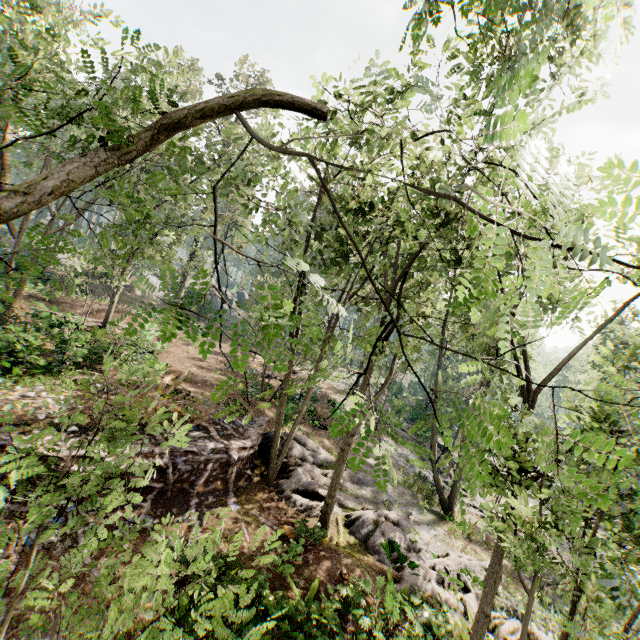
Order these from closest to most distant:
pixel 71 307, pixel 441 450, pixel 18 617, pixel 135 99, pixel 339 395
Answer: pixel 135 99, pixel 18 617, pixel 71 307, pixel 339 395, pixel 441 450

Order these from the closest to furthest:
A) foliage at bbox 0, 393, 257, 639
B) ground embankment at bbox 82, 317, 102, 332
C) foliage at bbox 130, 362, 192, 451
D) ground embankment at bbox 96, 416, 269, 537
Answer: foliage at bbox 0, 393, 257, 639 → foliage at bbox 130, 362, 192, 451 → ground embankment at bbox 96, 416, 269, 537 → ground embankment at bbox 82, 317, 102, 332

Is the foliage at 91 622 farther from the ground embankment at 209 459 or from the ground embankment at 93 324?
the ground embankment at 93 324

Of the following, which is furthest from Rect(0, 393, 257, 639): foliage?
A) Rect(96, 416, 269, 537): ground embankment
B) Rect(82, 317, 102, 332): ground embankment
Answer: Rect(82, 317, 102, 332): ground embankment

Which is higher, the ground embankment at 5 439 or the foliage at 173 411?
the foliage at 173 411
